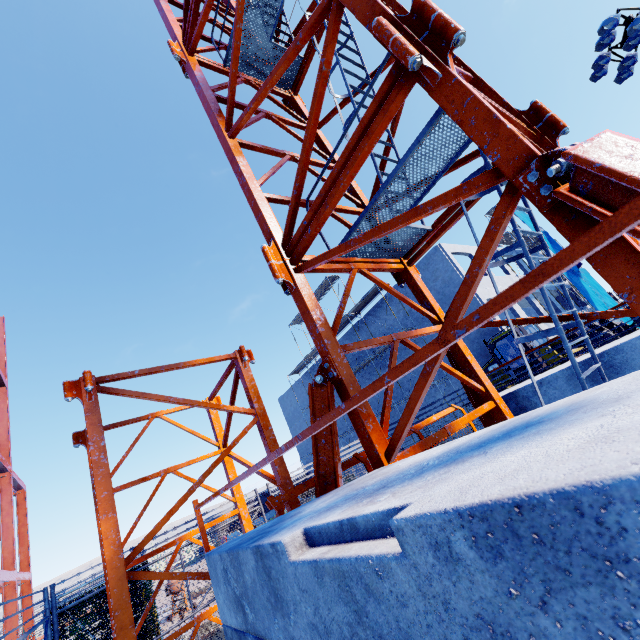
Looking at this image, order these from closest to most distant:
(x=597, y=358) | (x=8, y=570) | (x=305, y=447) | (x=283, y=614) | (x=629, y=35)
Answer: Result: (x=283, y=614), (x=597, y=358), (x=629, y=35), (x=8, y=570), (x=305, y=447)

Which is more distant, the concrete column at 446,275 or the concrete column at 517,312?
the concrete column at 517,312

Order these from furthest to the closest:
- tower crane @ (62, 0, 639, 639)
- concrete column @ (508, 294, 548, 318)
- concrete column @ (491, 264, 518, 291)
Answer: concrete column @ (491, 264, 518, 291) < concrete column @ (508, 294, 548, 318) < tower crane @ (62, 0, 639, 639)

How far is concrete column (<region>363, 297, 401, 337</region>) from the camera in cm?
2538

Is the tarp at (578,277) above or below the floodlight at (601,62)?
below

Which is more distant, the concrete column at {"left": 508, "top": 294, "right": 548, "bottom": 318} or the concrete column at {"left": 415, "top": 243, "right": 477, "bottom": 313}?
the concrete column at {"left": 508, "top": 294, "right": 548, "bottom": 318}

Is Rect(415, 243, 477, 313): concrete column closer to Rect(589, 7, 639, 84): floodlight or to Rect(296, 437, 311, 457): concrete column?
Rect(296, 437, 311, 457): concrete column
